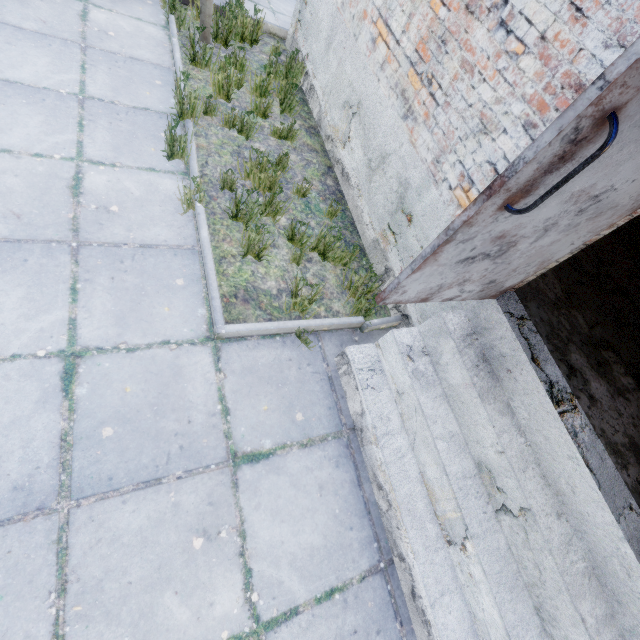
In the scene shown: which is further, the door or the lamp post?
the lamp post

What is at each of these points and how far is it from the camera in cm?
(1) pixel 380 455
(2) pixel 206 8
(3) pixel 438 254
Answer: (1) stairs, 258
(2) lamp post, 452
(3) door, 165

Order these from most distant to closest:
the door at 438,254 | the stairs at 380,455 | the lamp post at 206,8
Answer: the lamp post at 206,8, the stairs at 380,455, the door at 438,254

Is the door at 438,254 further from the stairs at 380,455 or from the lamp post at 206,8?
the lamp post at 206,8

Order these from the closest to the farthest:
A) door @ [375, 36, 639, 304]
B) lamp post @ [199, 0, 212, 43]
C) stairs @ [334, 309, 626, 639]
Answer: door @ [375, 36, 639, 304] < stairs @ [334, 309, 626, 639] < lamp post @ [199, 0, 212, 43]

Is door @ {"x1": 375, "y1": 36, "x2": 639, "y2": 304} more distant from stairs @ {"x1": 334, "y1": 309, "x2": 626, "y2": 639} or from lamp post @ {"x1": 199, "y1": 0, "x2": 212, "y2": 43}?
lamp post @ {"x1": 199, "y1": 0, "x2": 212, "y2": 43}

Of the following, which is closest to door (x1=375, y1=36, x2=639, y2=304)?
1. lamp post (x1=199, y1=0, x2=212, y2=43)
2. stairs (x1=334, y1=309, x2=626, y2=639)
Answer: stairs (x1=334, y1=309, x2=626, y2=639)

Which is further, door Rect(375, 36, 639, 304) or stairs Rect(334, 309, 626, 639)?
stairs Rect(334, 309, 626, 639)
